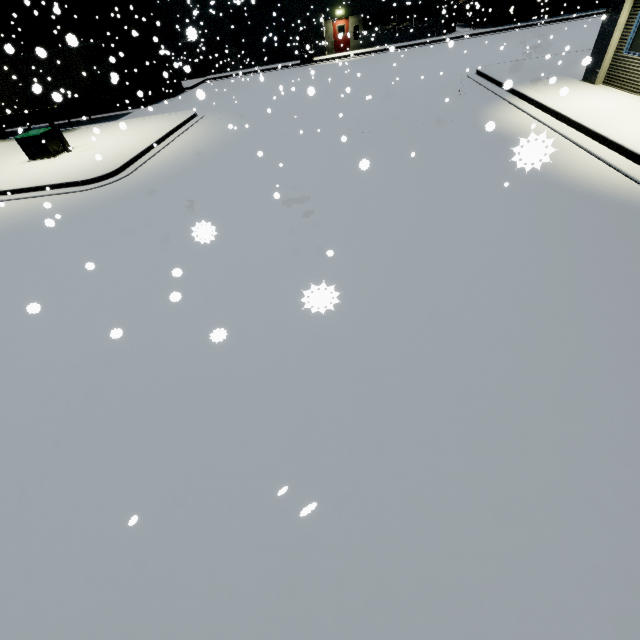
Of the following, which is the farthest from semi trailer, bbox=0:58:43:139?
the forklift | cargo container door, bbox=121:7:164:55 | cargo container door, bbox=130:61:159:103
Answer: the forklift

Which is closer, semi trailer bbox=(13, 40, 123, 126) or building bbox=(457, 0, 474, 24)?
semi trailer bbox=(13, 40, 123, 126)

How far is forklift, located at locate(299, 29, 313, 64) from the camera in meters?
27.8 m

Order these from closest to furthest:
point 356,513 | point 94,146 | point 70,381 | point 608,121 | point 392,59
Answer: point 356,513, point 70,381, point 608,121, point 94,146, point 392,59

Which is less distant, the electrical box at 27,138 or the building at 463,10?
the electrical box at 27,138

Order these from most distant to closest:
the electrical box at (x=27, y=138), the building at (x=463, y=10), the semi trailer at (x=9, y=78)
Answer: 1. the building at (x=463, y=10)
2. the semi trailer at (x=9, y=78)
3. the electrical box at (x=27, y=138)

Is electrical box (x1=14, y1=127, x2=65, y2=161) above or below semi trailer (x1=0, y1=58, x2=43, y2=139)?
below
